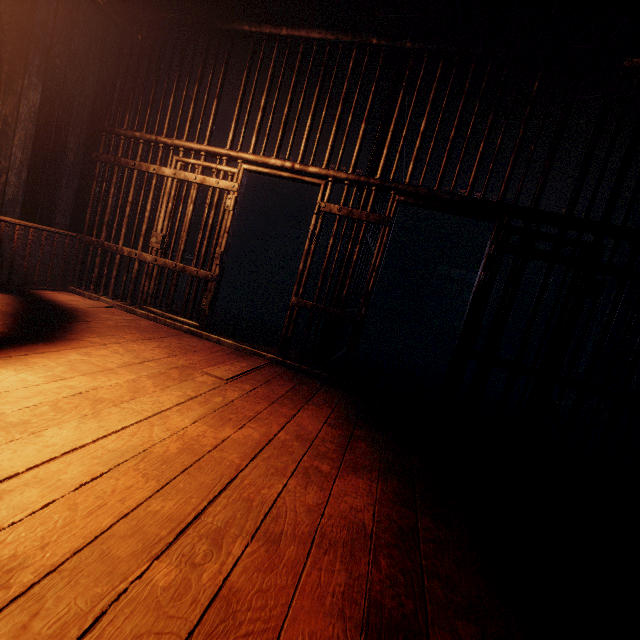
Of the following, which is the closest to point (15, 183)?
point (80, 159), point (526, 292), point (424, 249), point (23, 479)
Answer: point (80, 159)

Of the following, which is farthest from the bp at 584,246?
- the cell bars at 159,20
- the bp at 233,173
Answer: the bp at 233,173

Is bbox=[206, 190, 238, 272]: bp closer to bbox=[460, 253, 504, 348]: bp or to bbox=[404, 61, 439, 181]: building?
bbox=[404, 61, 439, 181]: building

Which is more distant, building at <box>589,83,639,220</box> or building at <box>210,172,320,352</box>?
building at <box>210,172,320,352</box>

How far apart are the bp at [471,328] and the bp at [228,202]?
3.0m
